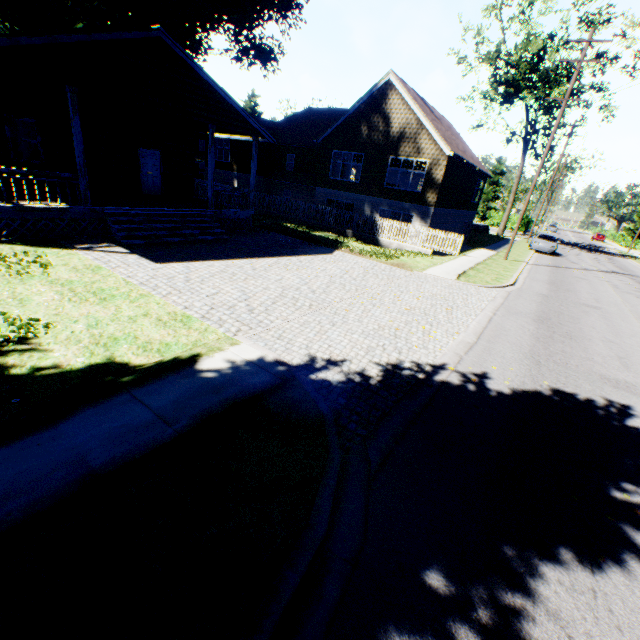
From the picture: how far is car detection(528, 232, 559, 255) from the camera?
27.9m

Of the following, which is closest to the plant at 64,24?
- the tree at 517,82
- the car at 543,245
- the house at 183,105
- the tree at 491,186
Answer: the tree at 517,82

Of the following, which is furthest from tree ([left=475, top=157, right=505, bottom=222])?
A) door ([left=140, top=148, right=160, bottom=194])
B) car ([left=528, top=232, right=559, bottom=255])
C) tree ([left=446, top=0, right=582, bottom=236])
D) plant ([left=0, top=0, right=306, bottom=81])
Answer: door ([left=140, top=148, right=160, bottom=194])

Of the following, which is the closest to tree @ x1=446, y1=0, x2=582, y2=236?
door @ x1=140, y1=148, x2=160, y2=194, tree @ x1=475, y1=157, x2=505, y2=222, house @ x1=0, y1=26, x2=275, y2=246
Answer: tree @ x1=475, y1=157, x2=505, y2=222

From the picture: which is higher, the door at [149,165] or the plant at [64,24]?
the plant at [64,24]

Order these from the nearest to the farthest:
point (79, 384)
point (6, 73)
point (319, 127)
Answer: point (79, 384), point (6, 73), point (319, 127)

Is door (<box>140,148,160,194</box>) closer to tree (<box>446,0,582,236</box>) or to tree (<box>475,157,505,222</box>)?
tree (<box>475,157,505,222</box>)
